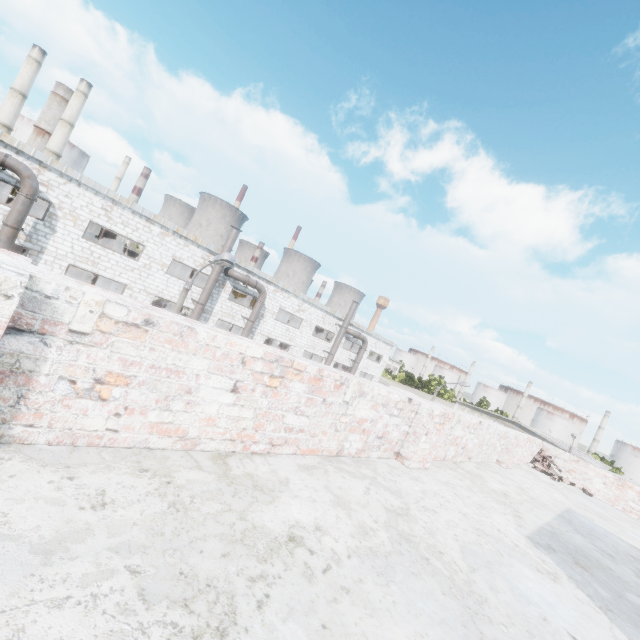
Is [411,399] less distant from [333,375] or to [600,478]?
[333,375]

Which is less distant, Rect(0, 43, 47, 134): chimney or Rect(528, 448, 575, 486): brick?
Rect(528, 448, 575, 486): brick

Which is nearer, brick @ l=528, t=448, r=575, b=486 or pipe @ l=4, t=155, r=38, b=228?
brick @ l=528, t=448, r=575, b=486

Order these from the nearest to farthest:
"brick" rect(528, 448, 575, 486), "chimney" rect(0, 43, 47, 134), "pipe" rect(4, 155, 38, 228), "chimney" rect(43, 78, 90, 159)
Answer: "brick" rect(528, 448, 575, 486) → "pipe" rect(4, 155, 38, 228) → "chimney" rect(0, 43, 47, 134) → "chimney" rect(43, 78, 90, 159)

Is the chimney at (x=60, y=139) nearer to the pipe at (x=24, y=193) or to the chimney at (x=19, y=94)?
the chimney at (x=19, y=94)

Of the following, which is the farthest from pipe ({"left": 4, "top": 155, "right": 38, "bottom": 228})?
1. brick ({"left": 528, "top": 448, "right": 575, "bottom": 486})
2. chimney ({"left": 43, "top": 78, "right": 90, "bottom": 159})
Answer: chimney ({"left": 43, "top": 78, "right": 90, "bottom": 159})

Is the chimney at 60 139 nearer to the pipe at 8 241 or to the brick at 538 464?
the pipe at 8 241

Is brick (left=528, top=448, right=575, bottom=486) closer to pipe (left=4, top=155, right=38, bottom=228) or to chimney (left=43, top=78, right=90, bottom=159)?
pipe (left=4, top=155, right=38, bottom=228)
